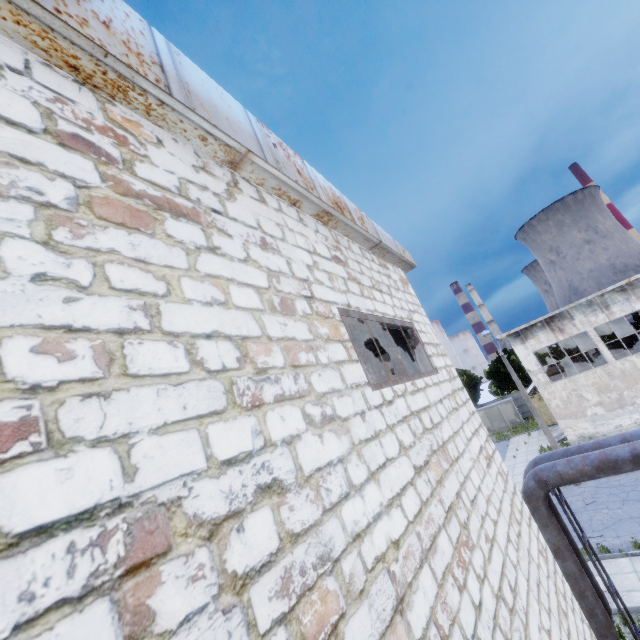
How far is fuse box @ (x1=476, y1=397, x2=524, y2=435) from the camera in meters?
41.4

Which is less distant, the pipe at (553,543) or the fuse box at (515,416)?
the pipe at (553,543)

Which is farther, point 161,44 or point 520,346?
point 520,346

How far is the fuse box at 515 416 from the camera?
41.38m

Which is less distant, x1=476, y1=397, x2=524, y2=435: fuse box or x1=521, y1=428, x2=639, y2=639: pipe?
x1=521, y1=428, x2=639, y2=639: pipe
